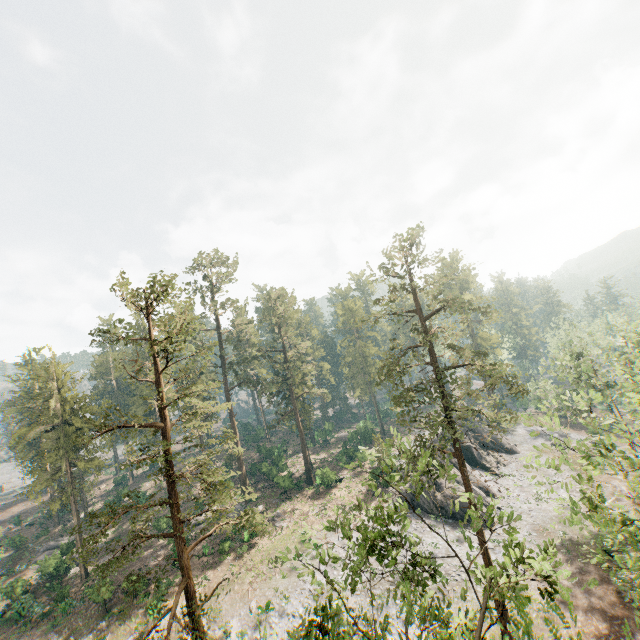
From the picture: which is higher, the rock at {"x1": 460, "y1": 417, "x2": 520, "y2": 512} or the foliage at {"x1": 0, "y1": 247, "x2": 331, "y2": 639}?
the foliage at {"x1": 0, "y1": 247, "x2": 331, "y2": 639}

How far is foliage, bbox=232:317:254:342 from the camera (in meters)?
49.84

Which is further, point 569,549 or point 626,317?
point 626,317

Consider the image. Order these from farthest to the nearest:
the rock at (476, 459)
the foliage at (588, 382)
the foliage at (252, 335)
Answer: the foliage at (252, 335) < the rock at (476, 459) < the foliage at (588, 382)

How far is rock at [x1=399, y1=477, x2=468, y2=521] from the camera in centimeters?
3525cm

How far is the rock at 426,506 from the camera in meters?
35.2 m

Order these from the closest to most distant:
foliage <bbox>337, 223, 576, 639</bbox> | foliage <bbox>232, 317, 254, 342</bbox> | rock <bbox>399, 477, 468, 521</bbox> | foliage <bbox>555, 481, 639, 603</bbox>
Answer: foliage <bbox>337, 223, 576, 639</bbox> → foliage <bbox>555, 481, 639, 603</bbox> → rock <bbox>399, 477, 468, 521</bbox> → foliage <bbox>232, 317, 254, 342</bbox>
